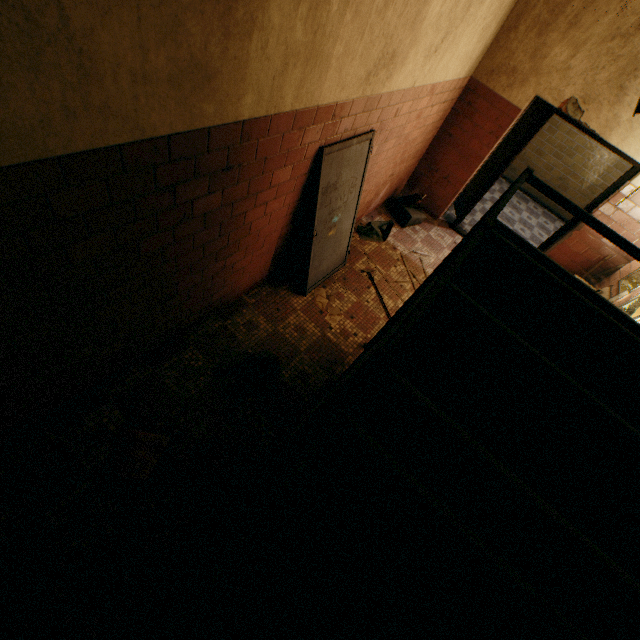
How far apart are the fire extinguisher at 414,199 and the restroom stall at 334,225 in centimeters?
191cm

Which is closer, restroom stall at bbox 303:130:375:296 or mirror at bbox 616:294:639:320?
restroom stall at bbox 303:130:375:296

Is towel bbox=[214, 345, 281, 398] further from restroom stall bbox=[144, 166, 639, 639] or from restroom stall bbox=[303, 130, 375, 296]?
restroom stall bbox=[303, 130, 375, 296]

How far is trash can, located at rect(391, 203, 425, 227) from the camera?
5.4 meters

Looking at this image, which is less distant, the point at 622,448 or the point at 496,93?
the point at 622,448

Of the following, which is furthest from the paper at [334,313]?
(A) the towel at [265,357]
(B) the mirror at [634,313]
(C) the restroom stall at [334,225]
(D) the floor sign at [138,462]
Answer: (B) the mirror at [634,313]

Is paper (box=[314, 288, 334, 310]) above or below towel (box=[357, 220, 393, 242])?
below

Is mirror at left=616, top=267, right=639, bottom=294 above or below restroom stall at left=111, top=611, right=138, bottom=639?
above
